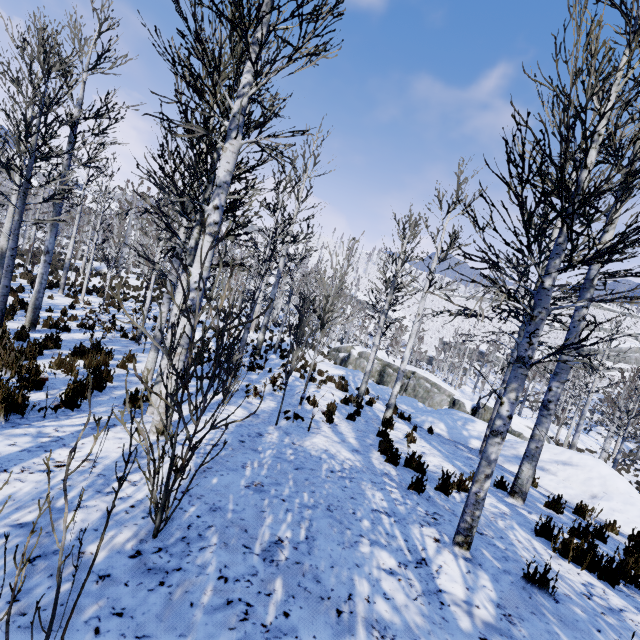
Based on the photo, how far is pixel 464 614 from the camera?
2.49m

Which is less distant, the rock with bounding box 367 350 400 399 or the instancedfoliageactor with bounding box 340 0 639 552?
the instancedfoliageactor with bounding box 340 0 639 552

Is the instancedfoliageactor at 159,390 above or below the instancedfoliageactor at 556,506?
above

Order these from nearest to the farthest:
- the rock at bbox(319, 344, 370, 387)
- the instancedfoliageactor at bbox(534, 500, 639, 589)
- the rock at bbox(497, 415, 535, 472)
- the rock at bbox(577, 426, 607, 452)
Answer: the instancedfoliageactor at bbox(534, 500, 639, 589) < the rock at bbox(497, 415, 535, 472) < the rock at bbox(319, 344, 370, 387) < the rock at bbox(577, 426, 607, 452)

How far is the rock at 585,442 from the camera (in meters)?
31.86

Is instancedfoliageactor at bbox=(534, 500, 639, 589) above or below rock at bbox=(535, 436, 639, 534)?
above

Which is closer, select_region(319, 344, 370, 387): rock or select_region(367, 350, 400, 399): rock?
select_region(367, 350, 400, 399): rock
